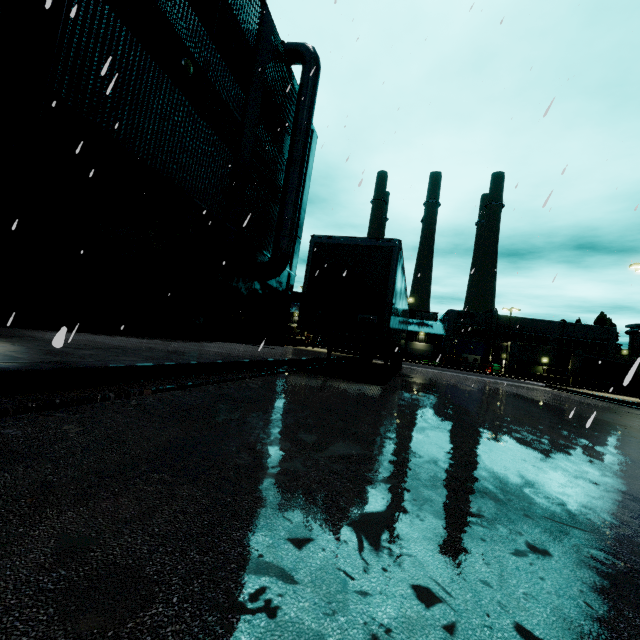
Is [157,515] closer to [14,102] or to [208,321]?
[14,102]

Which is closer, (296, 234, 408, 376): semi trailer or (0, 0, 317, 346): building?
(0, 0, 317, 346): building

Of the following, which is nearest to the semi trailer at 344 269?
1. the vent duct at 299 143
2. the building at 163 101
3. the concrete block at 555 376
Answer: the building at 163 101

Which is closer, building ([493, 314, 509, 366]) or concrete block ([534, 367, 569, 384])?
concrete block ([534, 367, 569, 384])

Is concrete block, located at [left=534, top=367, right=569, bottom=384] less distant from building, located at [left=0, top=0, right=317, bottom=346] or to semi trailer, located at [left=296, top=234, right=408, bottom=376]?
building, located at [left=0, top=0, right=317, bottom=346]

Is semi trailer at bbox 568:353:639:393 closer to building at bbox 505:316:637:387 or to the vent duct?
building at bbox 505:316:637:387

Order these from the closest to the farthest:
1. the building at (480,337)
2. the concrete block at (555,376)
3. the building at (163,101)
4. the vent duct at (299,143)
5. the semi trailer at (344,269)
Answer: the building at (163,101) → the semi trailer at (344,269) → the vent duct at (299,143) → the concrete block at (555,376) → the building at (480,337)

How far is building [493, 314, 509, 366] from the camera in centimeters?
5062cm
